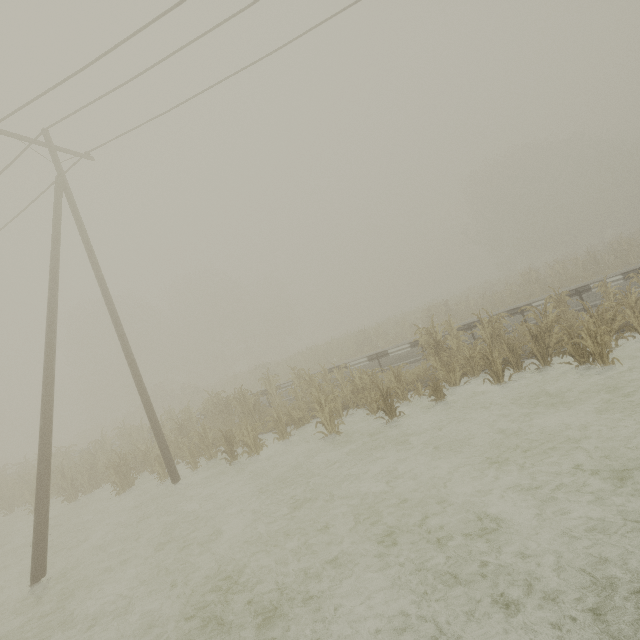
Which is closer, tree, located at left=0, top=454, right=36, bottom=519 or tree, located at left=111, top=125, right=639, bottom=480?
tree, located at left=111, top=125, right=639, bottom=480

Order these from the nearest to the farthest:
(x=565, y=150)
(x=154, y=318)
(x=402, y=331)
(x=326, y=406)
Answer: (x=326, y=406)
(x=402, y=331)
(x=565, y=150)
(x=154, y=318)

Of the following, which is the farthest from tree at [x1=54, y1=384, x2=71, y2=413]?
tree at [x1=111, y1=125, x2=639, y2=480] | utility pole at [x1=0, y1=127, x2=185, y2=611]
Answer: utility pole at [x1=0, y1=127, x2=185, y2=611]

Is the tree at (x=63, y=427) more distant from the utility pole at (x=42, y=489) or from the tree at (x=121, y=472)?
the utility pole at (x=42, y=489)

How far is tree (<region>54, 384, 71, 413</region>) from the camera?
58.4m

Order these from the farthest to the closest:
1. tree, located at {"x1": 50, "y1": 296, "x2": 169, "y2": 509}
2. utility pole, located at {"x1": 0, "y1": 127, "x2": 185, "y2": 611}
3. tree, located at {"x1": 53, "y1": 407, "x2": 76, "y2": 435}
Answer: tree, located at {"x1": 53, "y1": 407, "x2": 76, "y2": 435} < tree, located at {"x1": 50, "y1": 296, "x2": 169, "y2": 509} < utility pole, located at {"x1": 0, "y1": 127, "x2": 185, "y2": 611}

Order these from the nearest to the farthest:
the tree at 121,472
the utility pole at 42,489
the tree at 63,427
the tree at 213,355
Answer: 1. the utility pole at 42,489
2. the tree at 213,355
3. the tree at 121,472
4. the tree at 63,427
